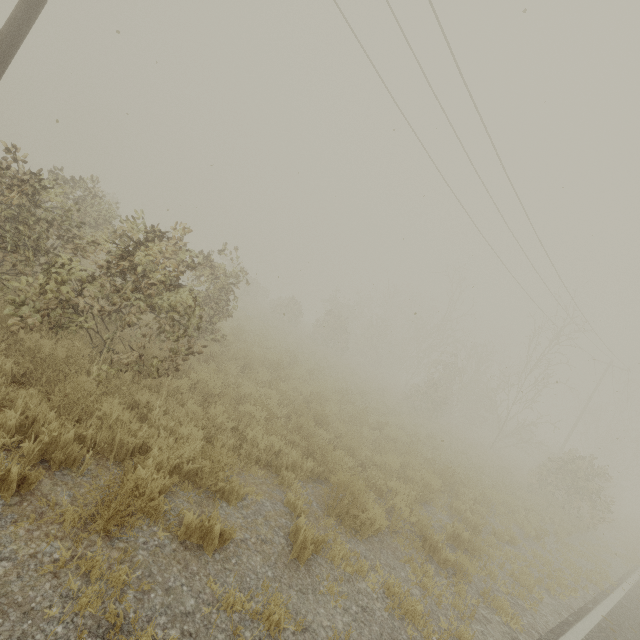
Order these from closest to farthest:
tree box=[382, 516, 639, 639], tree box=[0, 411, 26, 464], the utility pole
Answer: tree box=[0, 411, 26, 464]
tree box=[382, 516, 639, 639]
the utility pole

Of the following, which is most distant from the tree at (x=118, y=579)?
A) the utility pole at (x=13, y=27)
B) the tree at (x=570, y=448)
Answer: the utility pole at (x=13, y=27)

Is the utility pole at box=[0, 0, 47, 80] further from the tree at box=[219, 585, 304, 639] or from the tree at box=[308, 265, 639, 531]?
the tree at box=[308, 265, 639, 531]

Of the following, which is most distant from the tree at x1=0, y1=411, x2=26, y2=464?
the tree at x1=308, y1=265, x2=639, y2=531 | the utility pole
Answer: the utility pole

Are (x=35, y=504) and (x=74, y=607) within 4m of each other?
yes
